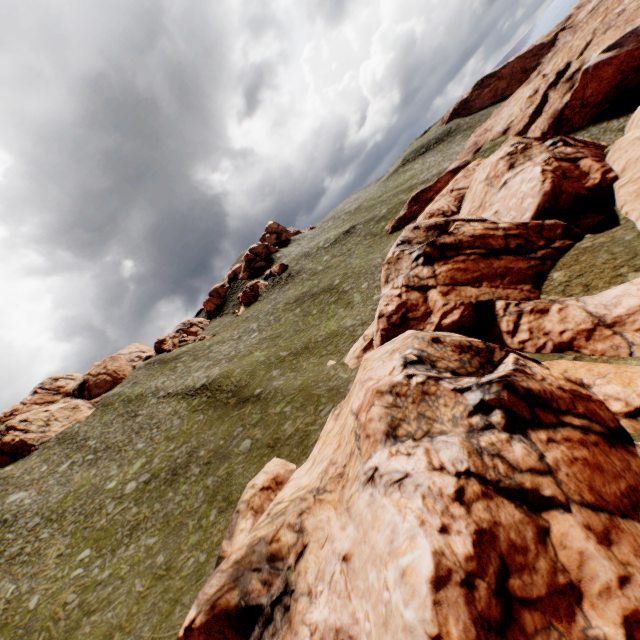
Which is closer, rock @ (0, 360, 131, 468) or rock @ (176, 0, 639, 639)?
rock @ (176, 0, 639, 639)

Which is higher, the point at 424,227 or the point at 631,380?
the point at 424,227

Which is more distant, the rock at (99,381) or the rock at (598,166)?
the rock at (99,381)

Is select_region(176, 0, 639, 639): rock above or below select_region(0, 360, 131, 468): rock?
below

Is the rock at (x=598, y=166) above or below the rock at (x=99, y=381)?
below
